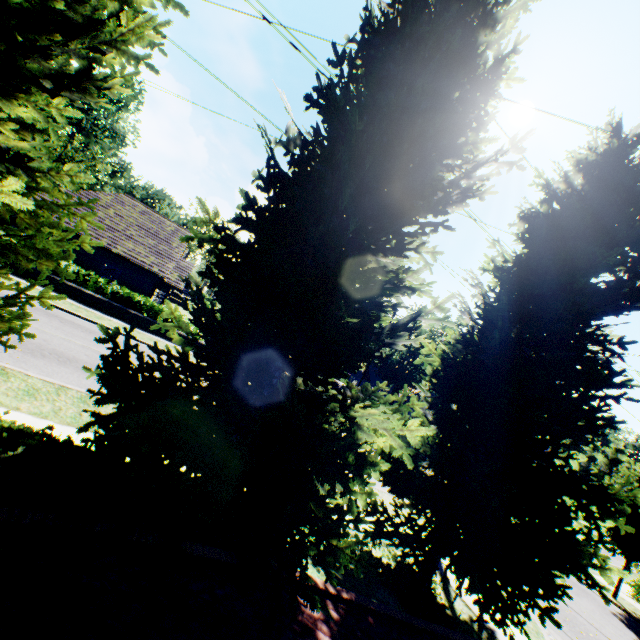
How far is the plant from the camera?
52.8 meters

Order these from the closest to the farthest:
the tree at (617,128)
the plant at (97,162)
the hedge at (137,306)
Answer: the tree at (617,128)
the hedge at (137,306)
the plant at (97,162)

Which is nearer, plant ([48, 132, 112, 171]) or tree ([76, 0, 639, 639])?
tree ([76, 0, 639, 639])

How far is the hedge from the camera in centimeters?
1867cm

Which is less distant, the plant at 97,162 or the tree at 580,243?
the tree at 580,243

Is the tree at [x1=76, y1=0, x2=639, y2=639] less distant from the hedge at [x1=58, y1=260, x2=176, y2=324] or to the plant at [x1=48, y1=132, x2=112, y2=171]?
the plant at [x1=48, y1=132, x2=112, y2=171]

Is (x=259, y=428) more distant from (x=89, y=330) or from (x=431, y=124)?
(x=89, y=330)

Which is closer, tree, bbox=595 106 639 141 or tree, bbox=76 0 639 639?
tree, bbox=76 0 639 639
